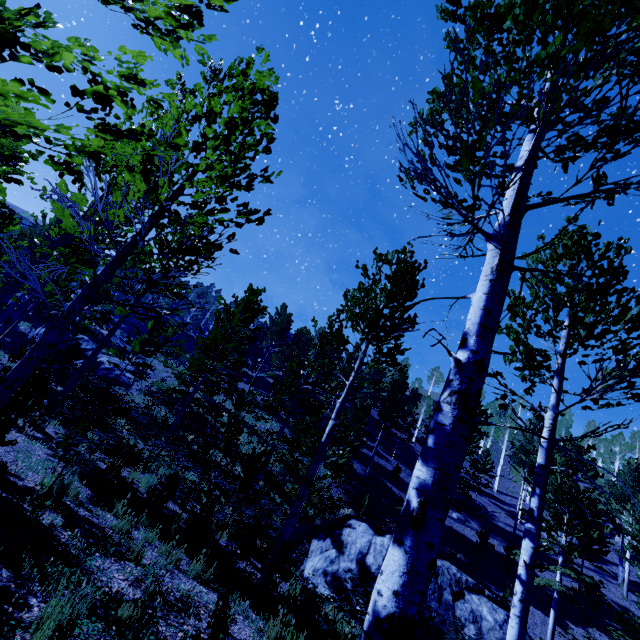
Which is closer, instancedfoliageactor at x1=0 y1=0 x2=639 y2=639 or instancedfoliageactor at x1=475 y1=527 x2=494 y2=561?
instancedfoliageactor at x1=0 y1=0 x2=639 y2=639

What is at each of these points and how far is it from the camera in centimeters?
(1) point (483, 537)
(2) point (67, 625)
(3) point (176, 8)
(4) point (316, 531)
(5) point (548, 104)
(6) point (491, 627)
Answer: (1) instancedfoliageactor, 2422cm
(2) instancedfoliageactor, 283cm
(3) instancedfoliageactor, 251cm
(4) rock, 1319cm
(5) instancedfoliageactor, 197cm
(6) rock, 943cm

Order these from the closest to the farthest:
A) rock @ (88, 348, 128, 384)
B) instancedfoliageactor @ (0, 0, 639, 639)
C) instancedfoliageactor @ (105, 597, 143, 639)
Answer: instancedfoliageactor @ (0, 0, 639, 639) → instancedfoliageactor @ (105, 597, 143, 639) → rock @ (88, 348, 128, 384)

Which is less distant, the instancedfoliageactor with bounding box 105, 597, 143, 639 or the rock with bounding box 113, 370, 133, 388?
the instancedfoliageactor with bounding box 105, 597, 143, 639

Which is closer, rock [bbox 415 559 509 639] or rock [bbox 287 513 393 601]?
rock [bbox 415 559 509 639]

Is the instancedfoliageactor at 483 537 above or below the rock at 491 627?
above

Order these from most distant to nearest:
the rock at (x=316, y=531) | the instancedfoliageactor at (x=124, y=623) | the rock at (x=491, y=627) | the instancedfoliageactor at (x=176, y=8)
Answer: the rock at (x=316, y=531) → the rock at (x=491, y=627) → the instancedfoliageactor at (x=124, y=623) → the instancedfoliageactor at (x=176, y=8)
